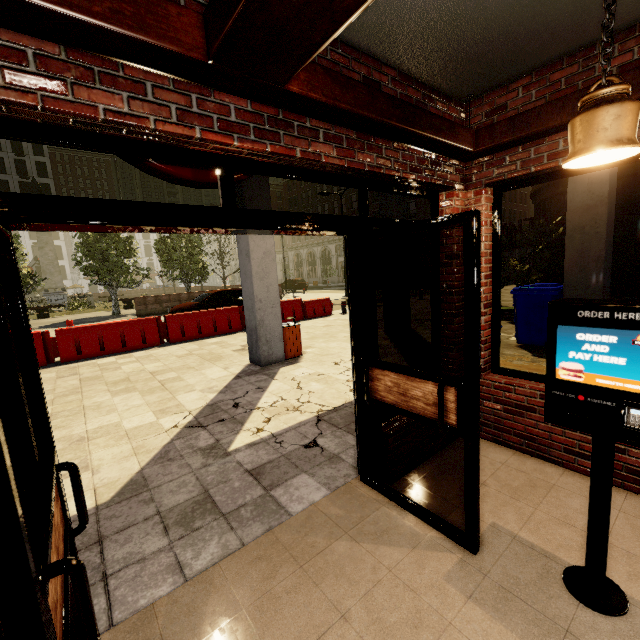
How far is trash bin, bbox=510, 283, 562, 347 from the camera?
6.60m

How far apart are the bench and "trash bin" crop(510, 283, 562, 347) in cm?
2881

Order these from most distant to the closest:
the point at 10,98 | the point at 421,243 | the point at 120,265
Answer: the point at 421,243 → the point at 120,265 → the point at 10,98

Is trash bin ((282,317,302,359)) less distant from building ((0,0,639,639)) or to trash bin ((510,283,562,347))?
building ((0,0,639,639))

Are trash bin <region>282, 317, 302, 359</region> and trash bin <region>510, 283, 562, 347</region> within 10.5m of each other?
yes

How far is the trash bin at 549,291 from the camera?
6.6 meters

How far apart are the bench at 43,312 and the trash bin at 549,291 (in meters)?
28.81

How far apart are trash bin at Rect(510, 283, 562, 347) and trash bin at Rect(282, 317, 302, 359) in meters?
4.7
